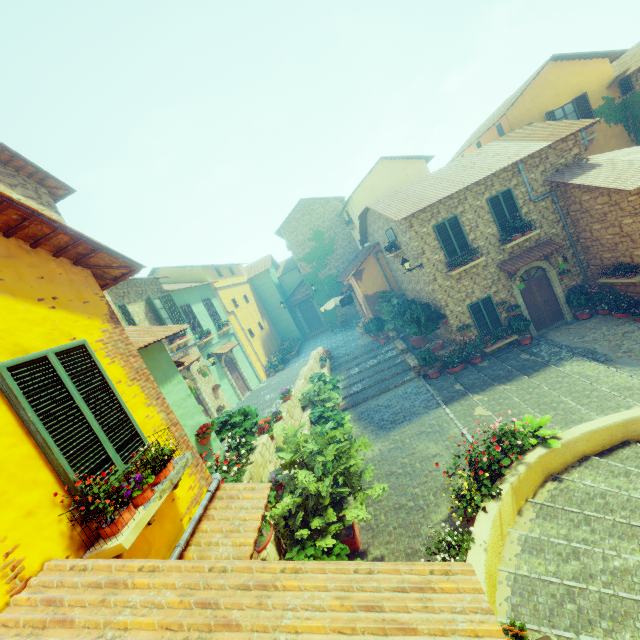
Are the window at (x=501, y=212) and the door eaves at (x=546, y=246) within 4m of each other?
yes

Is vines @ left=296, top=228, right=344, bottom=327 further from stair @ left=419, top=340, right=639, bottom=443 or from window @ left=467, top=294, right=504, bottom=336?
window @ left=467, top=294, right=504, bottom=336

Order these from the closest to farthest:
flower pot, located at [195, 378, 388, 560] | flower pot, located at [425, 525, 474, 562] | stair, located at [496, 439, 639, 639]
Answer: stair, located at [496, 439, 639, 639]
flower pot, located at [425, 525, 474, 562]
flower pot, located at [195, 378, 388, 560]

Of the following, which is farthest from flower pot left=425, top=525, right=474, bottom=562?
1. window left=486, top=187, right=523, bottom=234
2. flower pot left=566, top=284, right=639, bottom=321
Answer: window left=486, top=187, right=523, bottom=234

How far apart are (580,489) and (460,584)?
6.3 meters

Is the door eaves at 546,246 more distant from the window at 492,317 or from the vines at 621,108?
the vines at 621,108

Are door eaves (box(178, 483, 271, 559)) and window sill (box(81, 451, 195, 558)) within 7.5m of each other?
yes

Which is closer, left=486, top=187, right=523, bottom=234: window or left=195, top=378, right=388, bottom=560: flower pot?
left=195, top=378, right=388, bottom=560: flower pot
